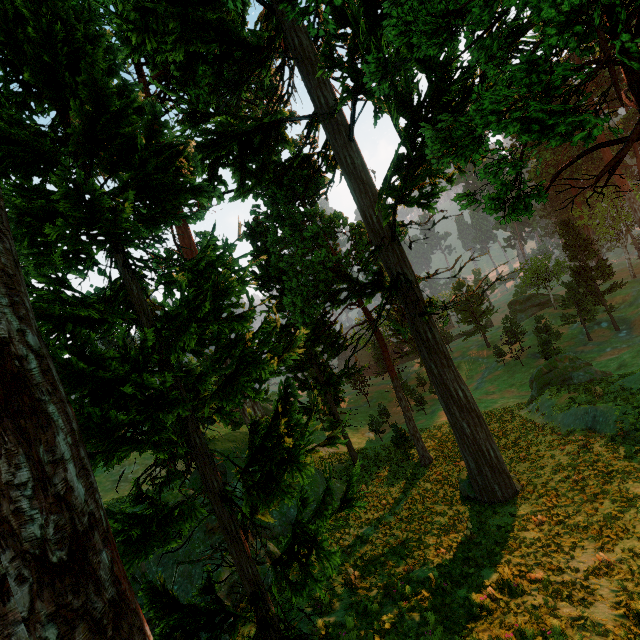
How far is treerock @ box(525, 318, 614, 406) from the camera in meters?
26.5 m

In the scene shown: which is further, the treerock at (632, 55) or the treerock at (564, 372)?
the treerock at (564, 372)

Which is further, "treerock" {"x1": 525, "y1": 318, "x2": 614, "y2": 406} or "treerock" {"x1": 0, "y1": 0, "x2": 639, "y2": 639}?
"treerock" {"x1": 525, "y1": 318, "x2": 614, "y2": 406}

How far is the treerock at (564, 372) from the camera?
26.5 meters

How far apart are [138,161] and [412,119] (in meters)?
10.32

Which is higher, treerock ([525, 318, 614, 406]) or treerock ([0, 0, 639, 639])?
treerock ([0, 0, 639, 639])
